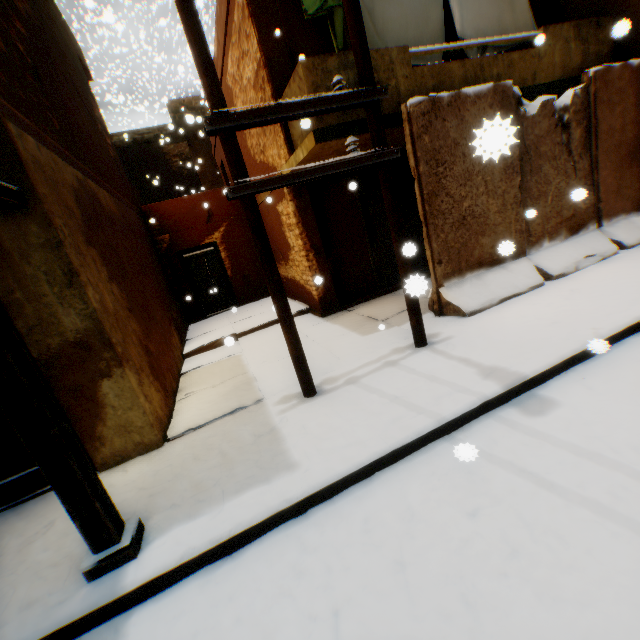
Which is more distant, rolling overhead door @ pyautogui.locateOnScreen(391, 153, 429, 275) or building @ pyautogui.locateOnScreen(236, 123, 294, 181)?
rolling overhead door @ pyautogui.locateOnScreen(391, 153, 429, 275)

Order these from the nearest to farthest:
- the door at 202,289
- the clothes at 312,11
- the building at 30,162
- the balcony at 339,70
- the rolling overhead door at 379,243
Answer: the building at 30,162, the balcony at 339,70, the clothes at 312,11, the rolling overhead door at 379,243, the door at 202,289

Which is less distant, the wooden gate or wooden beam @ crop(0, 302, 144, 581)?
wooden beam @ crop(0, 302, 144, 581)

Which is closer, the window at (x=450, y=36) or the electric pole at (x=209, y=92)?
the electric pole at (x=209, y=92)

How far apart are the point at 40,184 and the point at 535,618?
5.3m

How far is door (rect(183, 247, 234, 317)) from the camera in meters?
11.2

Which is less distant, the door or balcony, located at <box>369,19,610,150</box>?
balcony, located at <box>369,19,610,150</box>

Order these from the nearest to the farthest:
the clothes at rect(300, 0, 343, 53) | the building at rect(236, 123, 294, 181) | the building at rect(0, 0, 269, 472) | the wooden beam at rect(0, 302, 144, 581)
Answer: the wooden beam at rect(0, 302, 144, 581) < the building at rect(0, 0, 269, 472) < the clothes at rect(300, 0, 343, 53) < the building at rect(236, 123, 294, 181)
